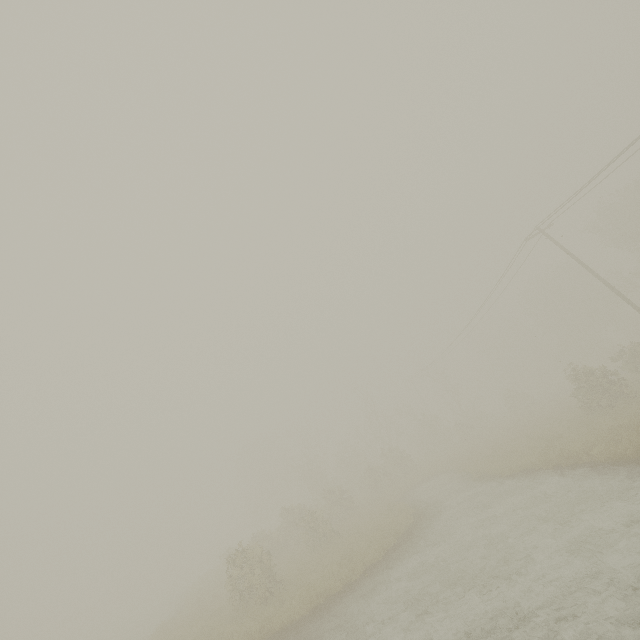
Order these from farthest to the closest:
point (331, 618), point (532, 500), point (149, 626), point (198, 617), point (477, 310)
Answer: point (477, 310) < point (149, 626) < point (198, 617) < point (532, 500) < point (331, 618)

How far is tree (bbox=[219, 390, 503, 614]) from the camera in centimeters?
1583cm

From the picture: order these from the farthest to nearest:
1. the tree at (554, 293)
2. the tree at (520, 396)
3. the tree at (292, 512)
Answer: the tree at (520, 396)
the tree at (554, 293)
the tree at (292, 512)

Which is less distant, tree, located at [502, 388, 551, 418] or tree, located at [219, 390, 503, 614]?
tree, located at [219, 390, 503, 614]

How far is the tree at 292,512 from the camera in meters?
15.8

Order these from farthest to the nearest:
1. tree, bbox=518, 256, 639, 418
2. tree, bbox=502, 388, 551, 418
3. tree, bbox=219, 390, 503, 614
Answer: tree, bbox=502, 388, 551, 418
tree, bbox=518, 256, 639, 418
tree, bbox=219, 390, 503, 614
